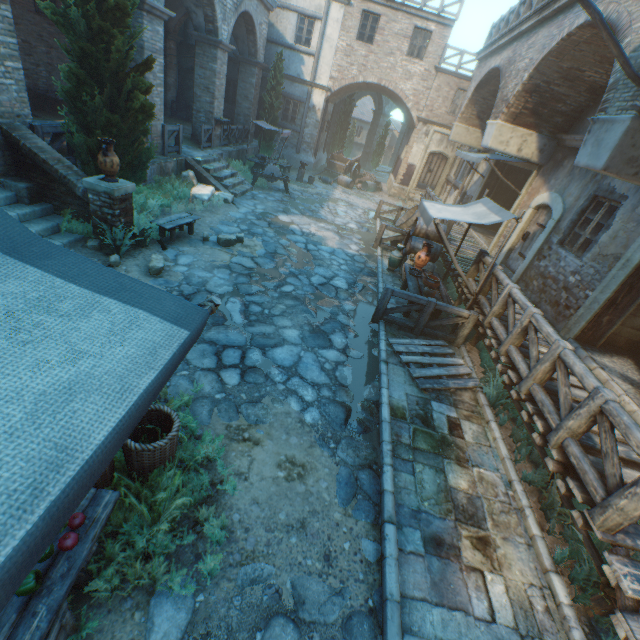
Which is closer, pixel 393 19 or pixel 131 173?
pixel 131 173

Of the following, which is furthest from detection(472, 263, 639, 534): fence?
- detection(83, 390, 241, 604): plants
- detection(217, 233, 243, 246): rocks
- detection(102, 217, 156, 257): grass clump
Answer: detection(102, 217, 156, 257): grass clump

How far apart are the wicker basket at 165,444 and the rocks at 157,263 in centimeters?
421cm

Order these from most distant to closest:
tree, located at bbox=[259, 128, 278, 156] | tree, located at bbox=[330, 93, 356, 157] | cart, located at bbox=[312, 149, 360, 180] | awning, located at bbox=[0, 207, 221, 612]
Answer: tree, located at bbox=[330, 93, 356, 157]
cart, located at bbox=[312, 149, 360, 180]
tree, located at bbox=[259, 128, 278, 156]
awning, located at bbox=[0, 207, 221, 612]

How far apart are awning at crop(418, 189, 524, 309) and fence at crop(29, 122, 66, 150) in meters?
8.6 m

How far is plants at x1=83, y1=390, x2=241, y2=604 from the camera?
2.8m

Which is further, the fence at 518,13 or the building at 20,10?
the fence at 518,13

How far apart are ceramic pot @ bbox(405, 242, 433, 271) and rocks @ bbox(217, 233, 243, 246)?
5.05m
